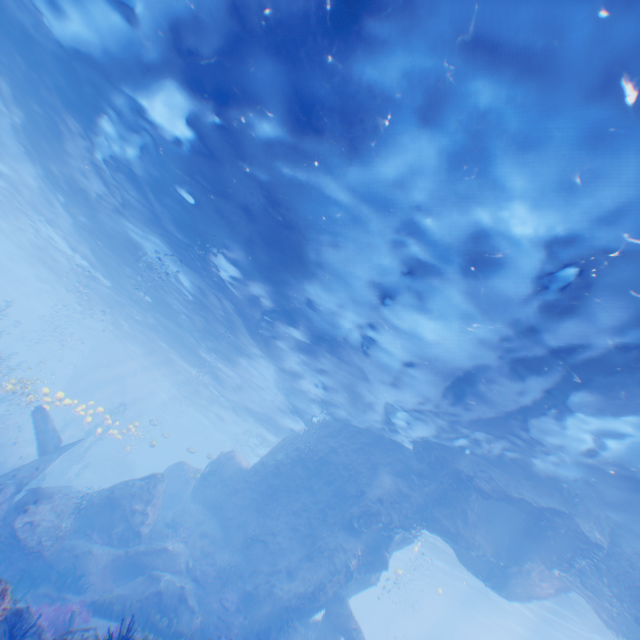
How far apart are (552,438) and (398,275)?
7.8m

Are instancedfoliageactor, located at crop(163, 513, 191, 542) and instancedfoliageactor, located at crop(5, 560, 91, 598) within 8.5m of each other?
yes

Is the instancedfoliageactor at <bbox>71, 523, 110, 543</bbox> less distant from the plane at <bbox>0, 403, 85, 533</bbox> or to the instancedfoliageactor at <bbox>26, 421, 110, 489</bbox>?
the plane at <bbox>0, 403, 85, 533</bbox>

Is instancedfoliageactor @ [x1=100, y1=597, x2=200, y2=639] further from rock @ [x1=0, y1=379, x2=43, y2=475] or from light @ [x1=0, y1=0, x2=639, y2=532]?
light @ [x1=0, y1=0, x2=639, y2=532]

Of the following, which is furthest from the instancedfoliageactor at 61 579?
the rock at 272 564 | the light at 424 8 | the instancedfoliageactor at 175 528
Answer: the light at 424 8

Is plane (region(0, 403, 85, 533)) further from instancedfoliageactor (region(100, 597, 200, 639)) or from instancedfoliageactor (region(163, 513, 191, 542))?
instancedfoliageactor (region(163, 513, 191, 542))

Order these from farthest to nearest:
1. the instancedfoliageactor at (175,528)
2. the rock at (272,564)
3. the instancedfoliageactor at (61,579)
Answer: the instancedfoliageactor at (175,528) < the rock at (272,564) < the instancedfoliageactor at (61,579)

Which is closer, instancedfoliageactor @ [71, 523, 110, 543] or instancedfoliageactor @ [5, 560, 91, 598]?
instancedfoliageactor @ [5, 560, 91, 598]
